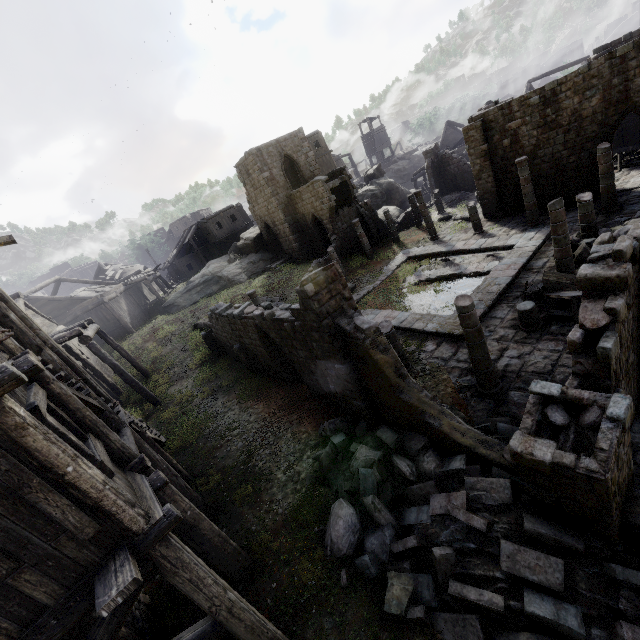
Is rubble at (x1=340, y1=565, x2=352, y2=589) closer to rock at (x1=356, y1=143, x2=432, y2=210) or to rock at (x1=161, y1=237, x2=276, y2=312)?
rock at (x1=161, y1=237, x2=276, y2=312)

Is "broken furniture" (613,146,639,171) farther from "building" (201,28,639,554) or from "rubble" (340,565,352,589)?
"rubble" (340,565,352,589)

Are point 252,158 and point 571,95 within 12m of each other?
no

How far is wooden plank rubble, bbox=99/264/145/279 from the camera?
36.47m

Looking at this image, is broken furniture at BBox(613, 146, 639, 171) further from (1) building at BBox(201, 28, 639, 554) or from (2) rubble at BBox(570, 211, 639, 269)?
(2) rubble at BBox(570, 211, 639, 269)

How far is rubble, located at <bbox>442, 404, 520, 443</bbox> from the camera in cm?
796

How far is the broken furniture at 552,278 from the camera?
10.5 meters

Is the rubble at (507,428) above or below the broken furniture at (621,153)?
below
